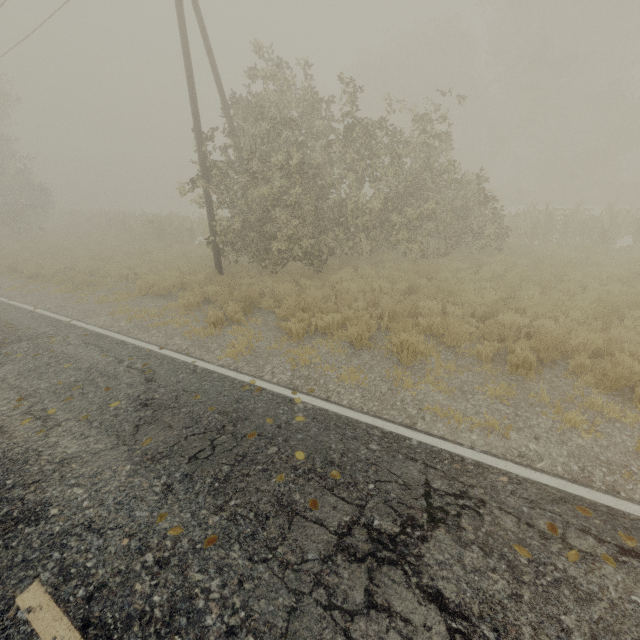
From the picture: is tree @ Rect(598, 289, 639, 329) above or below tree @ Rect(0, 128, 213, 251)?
below

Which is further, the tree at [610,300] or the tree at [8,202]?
the tree at [8,202]

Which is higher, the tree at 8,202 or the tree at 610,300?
the tree at 8,202

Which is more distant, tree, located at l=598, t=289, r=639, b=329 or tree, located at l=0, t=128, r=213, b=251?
tree, located at l=0, t=128, r=213, b=251

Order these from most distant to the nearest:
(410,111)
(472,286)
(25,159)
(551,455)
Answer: (25,159), (410,111), (472,286), (551,455)
